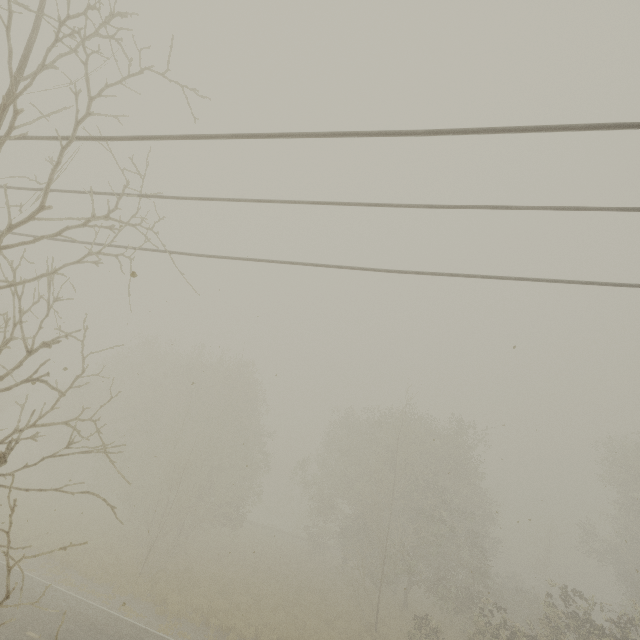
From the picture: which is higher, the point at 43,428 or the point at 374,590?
the point at 43,428
